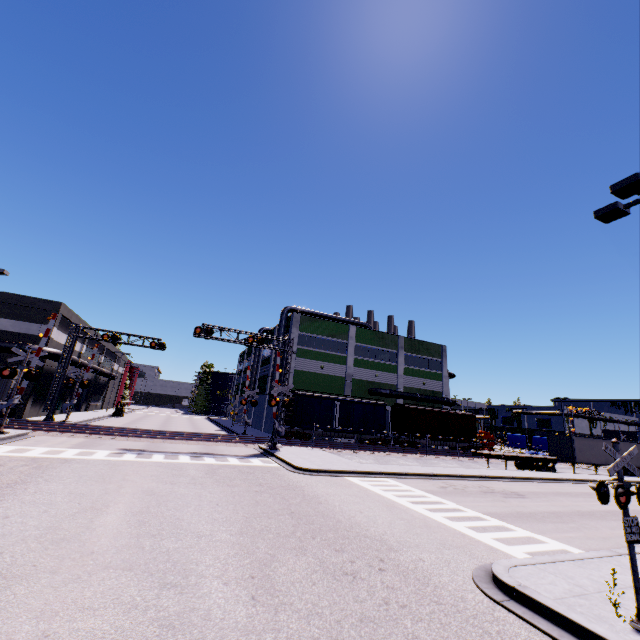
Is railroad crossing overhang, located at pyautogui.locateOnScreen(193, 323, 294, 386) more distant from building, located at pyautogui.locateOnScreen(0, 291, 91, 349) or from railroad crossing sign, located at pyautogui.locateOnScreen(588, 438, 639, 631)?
railroad crossing sign, located at pyautogui.locateOnScreen(588, 438, 639, 631)

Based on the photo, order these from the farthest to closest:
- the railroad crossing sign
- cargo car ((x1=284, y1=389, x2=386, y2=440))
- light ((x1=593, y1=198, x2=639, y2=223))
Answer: cargo car ((x1=284, y1=389, x2=386, y2=440))
light ((x1=593, y1=198, x2=639, y2=223))
the railroad crossing sign

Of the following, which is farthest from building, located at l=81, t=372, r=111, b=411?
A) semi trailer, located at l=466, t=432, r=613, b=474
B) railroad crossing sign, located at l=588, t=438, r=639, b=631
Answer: railroad crossing sign, located at l=588, t=438, r=639, b=631

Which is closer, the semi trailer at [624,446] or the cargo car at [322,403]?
the cargo car at [322,403]

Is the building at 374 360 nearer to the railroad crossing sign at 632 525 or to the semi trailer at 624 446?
the semi trailer at 624 446

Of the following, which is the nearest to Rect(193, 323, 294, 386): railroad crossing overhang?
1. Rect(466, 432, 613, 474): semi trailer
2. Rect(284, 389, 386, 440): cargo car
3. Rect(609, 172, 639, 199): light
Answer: Rect(284, 389, 386, 440): cargo car

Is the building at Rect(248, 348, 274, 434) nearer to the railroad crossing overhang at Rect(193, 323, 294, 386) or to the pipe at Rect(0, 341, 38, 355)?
the pipe at Rect(0, 341, 38, 355)

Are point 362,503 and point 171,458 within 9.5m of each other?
no
